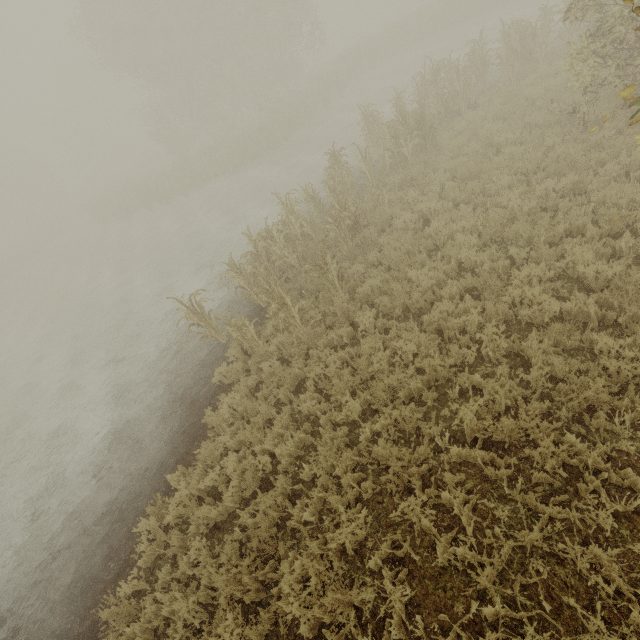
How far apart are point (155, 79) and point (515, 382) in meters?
37.9 m
